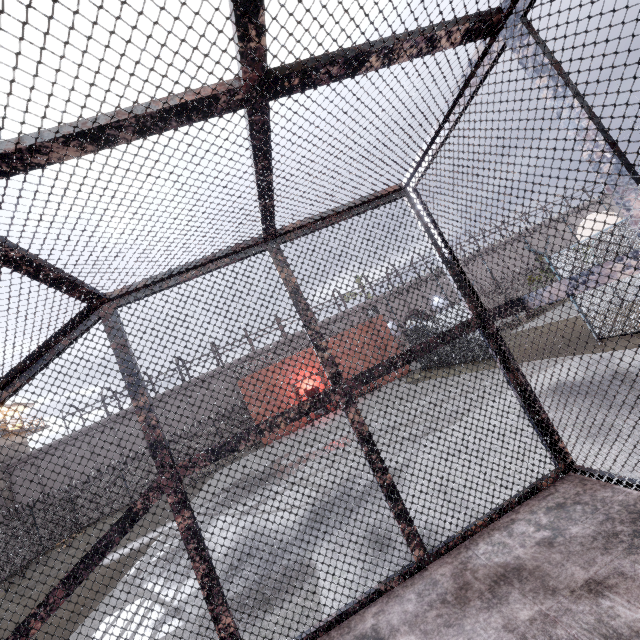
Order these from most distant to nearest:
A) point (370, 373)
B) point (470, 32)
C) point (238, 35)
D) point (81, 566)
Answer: point (370, 373) → point (81, 566) → point (470, 32) → point (238, 35)

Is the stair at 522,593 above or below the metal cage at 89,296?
below

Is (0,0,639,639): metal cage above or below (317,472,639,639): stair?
above
